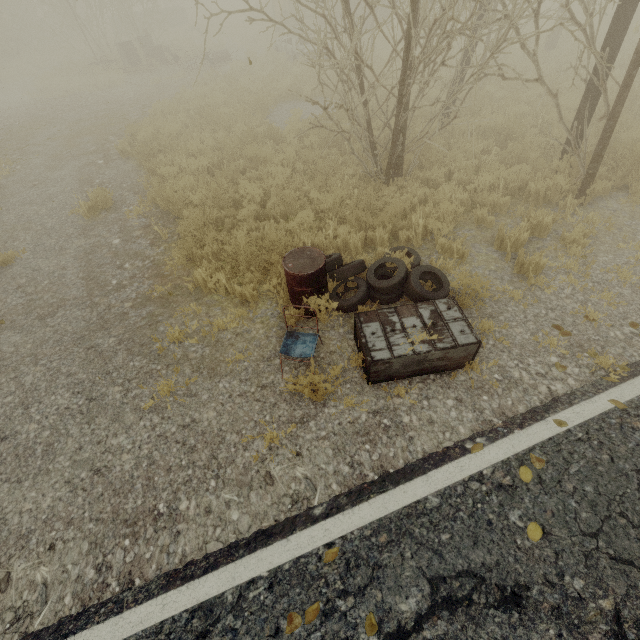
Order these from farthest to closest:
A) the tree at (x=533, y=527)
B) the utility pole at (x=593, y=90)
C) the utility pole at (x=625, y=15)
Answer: the utility pole at (x=593, y=90) → the utility pole at (x=625, y=15) → the tree at (x=533, y=527)

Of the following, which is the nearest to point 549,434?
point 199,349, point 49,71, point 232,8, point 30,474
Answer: point 199,349

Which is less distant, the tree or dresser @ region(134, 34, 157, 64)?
the tree

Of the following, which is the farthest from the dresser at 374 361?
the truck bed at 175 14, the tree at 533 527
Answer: the truck bed at 175 14

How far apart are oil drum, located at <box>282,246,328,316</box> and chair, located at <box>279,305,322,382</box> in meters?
0.4

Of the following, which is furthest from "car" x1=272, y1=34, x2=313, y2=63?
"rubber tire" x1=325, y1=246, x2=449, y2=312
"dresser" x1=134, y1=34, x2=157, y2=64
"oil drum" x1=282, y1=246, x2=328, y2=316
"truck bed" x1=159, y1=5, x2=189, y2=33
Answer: "truck bed" x1=159, y1=5, x2=189, y2=33

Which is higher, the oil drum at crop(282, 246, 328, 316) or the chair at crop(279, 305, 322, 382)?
the oil drum at crop(282, 246, 328, 316)

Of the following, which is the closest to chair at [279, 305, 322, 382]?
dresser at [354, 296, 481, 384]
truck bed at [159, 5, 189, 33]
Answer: dresser at [354, 296, 481, 384]
